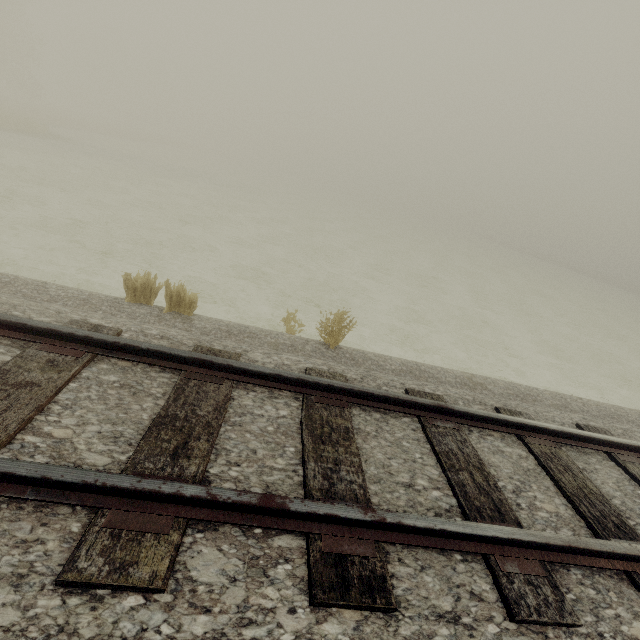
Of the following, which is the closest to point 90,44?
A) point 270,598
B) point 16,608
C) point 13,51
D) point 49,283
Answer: point 13,51
